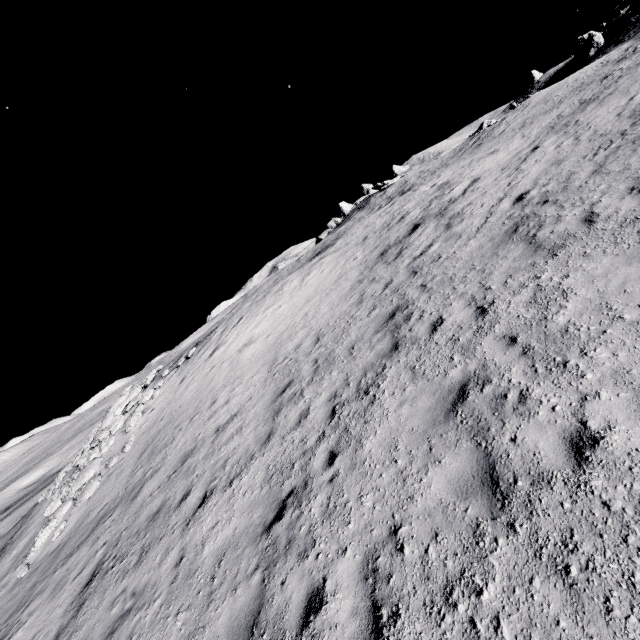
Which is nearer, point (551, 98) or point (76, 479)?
point (76, 479)

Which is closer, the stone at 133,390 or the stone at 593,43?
the stone at 133,390

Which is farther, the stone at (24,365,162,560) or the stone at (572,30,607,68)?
the stone at (572,30,607,68)

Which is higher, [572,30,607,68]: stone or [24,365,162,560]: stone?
[572,30,607,68]: stone

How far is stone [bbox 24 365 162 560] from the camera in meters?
14.0

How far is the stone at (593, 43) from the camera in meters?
46.3

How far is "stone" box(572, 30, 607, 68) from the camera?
46.3m
